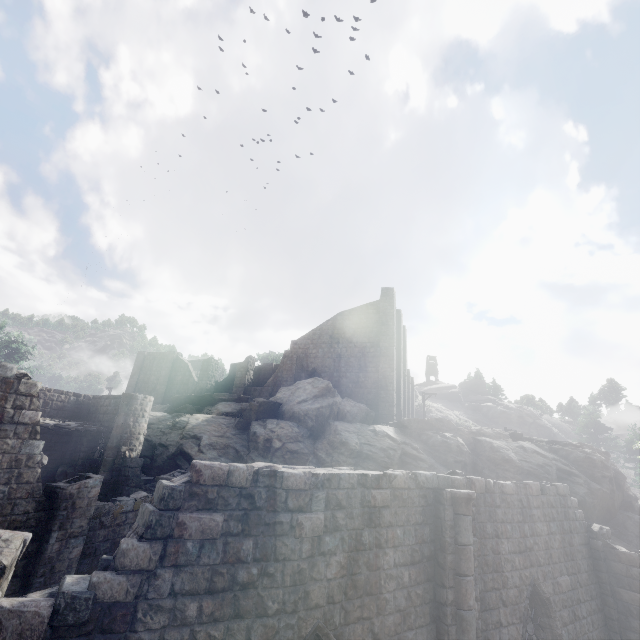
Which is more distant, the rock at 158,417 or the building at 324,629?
the rock at 158,417

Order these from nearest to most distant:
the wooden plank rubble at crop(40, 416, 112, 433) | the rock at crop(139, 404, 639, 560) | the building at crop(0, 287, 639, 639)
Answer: the building at crop(0, 287, 639, 639) < the wooden plank rubble at crop(40, 416, 112, 433) < the rock at crop(139, 404, 639, 560)

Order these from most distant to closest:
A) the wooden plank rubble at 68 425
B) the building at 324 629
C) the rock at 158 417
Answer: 1. the rock at 158 417
2. the wooden plank rubble at 68 425
3. the building at 324 629

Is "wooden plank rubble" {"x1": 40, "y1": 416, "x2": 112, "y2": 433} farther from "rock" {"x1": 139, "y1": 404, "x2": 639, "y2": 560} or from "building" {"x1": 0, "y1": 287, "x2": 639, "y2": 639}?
"rock" {"x1": 139, "y1": 404, "x2": 639, "y2": 560}

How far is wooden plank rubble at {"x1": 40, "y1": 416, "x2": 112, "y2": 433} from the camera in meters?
16.4

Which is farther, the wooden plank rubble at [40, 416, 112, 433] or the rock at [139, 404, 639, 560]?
the rock at [139, 404, 639, 560]

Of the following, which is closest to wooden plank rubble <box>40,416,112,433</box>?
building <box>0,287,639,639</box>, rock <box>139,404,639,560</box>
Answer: building <box>0,287,639,639</box>

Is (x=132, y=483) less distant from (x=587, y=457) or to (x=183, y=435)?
(x=183, y=435)
